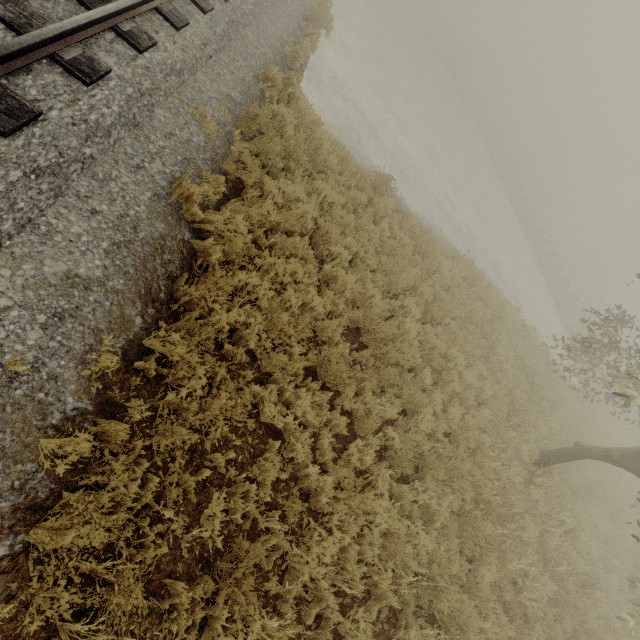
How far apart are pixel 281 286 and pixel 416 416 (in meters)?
3.33
